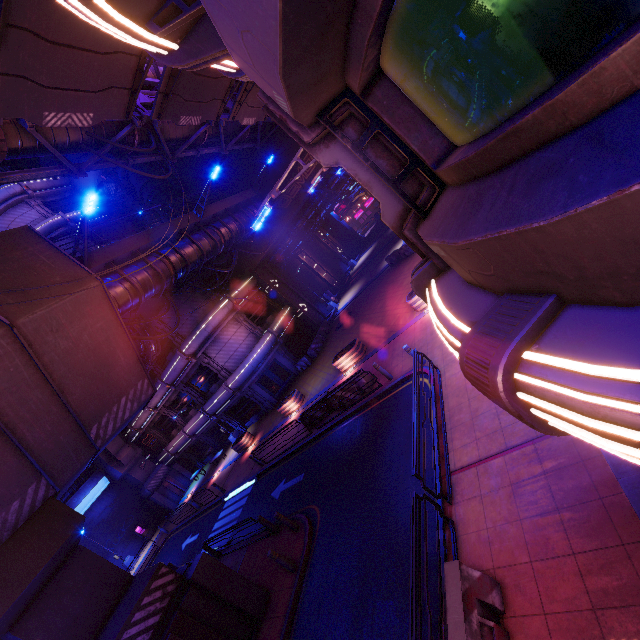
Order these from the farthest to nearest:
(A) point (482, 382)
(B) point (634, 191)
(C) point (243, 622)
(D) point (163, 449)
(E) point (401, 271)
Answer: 1. (D) point (163, 449)
2. (E) point (401, 271)
3. (C) point (243, 622)
4. (A) point (482, 382)
5. (B) point (634, 191)

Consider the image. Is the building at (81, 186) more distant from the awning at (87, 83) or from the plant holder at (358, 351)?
the awning at (87, 83)

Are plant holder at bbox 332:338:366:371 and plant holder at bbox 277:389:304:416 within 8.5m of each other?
yes

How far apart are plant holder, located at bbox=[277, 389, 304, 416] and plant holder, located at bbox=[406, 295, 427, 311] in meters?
10.2 m

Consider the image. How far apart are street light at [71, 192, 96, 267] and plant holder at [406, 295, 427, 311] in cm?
1342

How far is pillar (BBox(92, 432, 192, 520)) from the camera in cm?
3294

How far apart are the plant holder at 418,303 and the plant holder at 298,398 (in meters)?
10.21

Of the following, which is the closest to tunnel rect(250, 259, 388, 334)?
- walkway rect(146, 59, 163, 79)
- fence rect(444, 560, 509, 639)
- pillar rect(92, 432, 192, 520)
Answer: walkway rect(146, 59, 163, 79)
